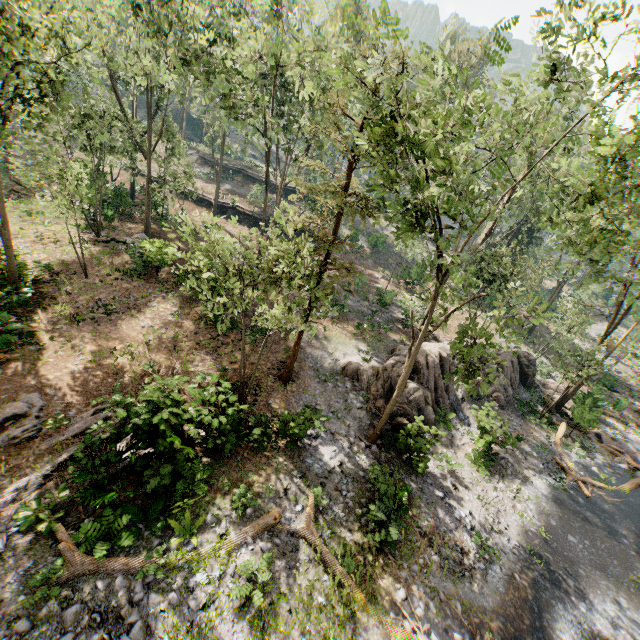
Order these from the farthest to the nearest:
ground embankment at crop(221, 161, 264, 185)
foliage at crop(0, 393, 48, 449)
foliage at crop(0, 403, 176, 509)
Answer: ground embankment at crop(221, 161, 264, 185) < foliage at crop(0, 393, 48, 449) < foliage at crop(0, 403, 176, 509)

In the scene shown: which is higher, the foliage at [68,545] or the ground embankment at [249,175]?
the ground embankment at [249,175]

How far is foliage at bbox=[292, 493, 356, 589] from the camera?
10.42m

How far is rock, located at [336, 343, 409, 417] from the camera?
18.33m

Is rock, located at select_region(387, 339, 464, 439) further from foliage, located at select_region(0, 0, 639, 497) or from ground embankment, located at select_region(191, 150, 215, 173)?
ground embankment, located at select_region(191, 150, 215, 173)

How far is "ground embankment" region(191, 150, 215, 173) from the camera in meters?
49.5 m

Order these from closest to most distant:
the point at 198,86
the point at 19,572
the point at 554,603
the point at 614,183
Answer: the point at 19,572 → the point at 614,183 → the point at 554,603 → the point at 198,86

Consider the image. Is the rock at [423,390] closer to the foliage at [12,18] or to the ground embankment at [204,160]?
the foliage at [12,18]
